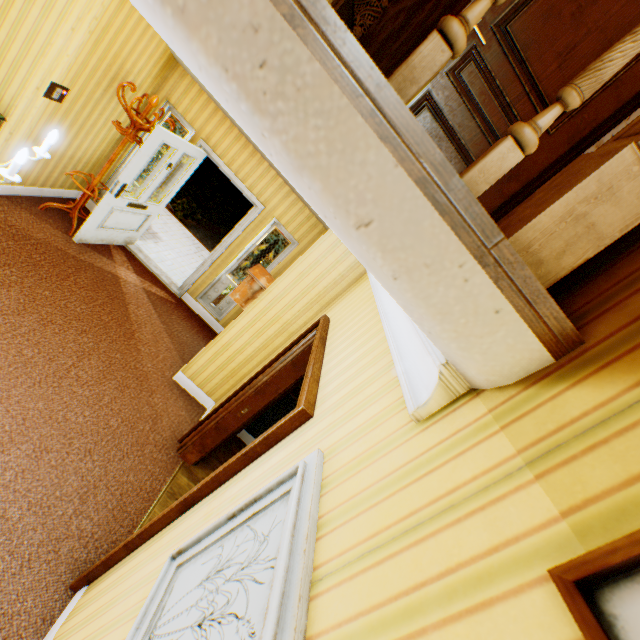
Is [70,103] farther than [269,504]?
Yes

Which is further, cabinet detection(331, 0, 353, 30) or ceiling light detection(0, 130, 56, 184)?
cabinet detection(331, 0, 353, 30)

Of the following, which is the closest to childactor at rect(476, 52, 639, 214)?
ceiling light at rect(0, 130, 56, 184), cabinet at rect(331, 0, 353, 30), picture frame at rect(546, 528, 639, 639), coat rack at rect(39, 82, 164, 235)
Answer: cabinet at rect(331, 0, 353, 30)

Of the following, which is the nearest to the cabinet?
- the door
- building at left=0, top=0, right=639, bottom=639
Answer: building at left=0, top=0, right=639, bottom=639

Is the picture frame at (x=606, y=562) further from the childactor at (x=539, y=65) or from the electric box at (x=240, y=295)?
the electric box at (x=240, y=295)

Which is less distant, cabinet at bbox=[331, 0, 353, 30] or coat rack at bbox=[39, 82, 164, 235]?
cabinet at bbox=[331, 0, 353, 30]

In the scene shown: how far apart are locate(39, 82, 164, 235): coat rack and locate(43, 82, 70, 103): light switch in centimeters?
51cm

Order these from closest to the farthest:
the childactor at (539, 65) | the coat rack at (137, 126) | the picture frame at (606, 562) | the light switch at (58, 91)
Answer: the picture frame at (606, 562) < the childactor at (539, 65) < the light switch at (58, 91) < the coat rack at (137, 126)
